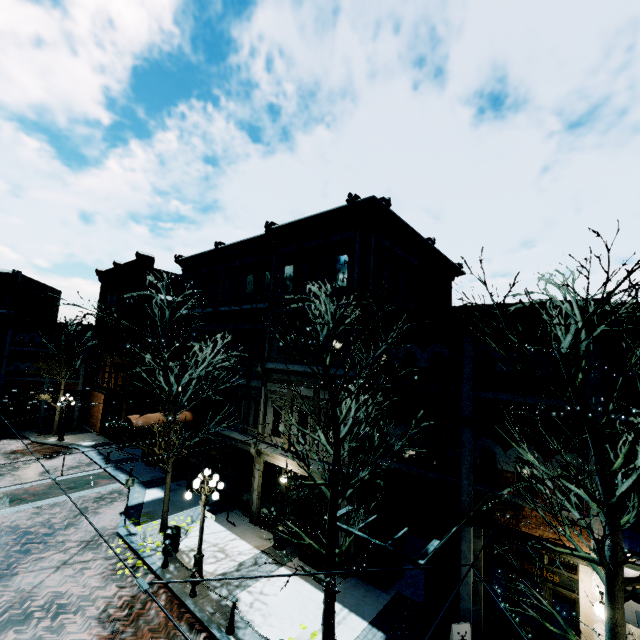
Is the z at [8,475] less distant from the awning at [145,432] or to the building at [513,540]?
the building at [513,540]

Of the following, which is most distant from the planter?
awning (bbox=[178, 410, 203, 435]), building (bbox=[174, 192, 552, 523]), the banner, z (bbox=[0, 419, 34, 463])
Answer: z (bbox=[0, 419, 34, 463])

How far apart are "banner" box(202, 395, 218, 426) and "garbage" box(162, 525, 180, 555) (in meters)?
4.99

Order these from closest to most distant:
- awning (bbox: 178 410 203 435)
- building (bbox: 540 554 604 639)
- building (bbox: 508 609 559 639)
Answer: building (bbox: 540 554 604 639) < building (bbox: 508 609 559 639) < awning (bbox: 178 410 203 435)

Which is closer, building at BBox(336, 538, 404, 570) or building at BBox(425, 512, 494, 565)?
building at BBox(425, 512, 494, 565)

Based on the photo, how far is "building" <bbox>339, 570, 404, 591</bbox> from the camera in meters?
11.1

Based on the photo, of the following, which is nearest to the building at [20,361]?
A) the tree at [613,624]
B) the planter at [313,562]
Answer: the planter at [313,562]

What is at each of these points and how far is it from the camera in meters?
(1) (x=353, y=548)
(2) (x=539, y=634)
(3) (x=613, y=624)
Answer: (1) building, 11.8
(2) building, 8.5
(3) tree, 5.4
